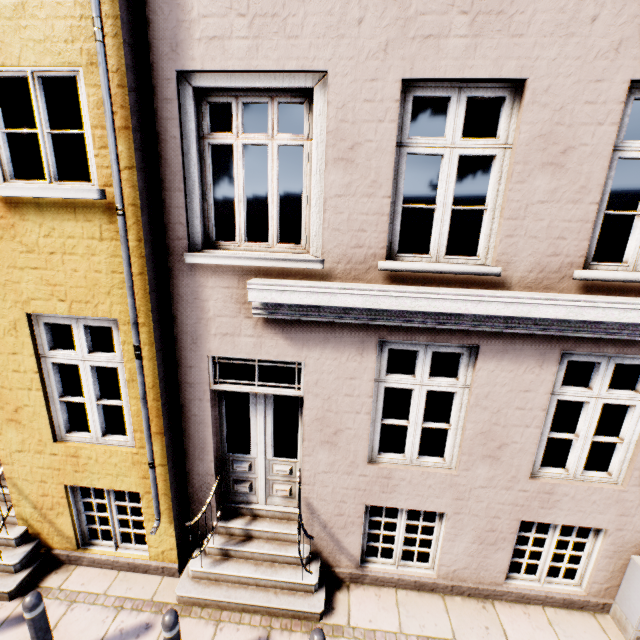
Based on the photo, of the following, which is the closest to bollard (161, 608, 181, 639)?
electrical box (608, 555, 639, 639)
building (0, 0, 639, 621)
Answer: building (0, 0, 639, 621)

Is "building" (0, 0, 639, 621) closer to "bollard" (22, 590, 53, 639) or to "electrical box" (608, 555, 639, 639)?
"electrical box" (608, 555, 639, 639)

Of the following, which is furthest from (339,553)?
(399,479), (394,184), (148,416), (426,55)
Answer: (426,55)

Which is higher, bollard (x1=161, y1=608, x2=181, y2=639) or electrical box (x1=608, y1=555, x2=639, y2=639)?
bollard (x1=161, y1=608, x2=181, y2=639)

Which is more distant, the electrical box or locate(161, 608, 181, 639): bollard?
the electrical box

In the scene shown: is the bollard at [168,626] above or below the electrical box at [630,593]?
above

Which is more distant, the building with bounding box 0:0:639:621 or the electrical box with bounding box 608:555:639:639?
the electrical box with bounding box 608:555:639:639

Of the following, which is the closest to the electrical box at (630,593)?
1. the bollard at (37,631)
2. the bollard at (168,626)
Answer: the bollard at (168,626)
